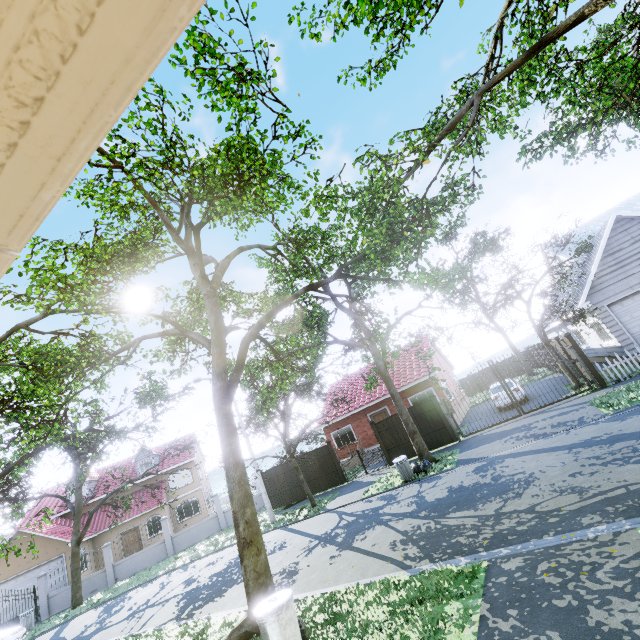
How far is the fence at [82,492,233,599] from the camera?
20.98m

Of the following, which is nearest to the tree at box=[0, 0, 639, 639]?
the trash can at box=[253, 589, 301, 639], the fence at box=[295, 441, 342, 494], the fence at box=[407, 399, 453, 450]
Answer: the fence at box=[295, 441, 342, 494]

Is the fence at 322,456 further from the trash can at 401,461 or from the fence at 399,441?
the trash can at 401,461

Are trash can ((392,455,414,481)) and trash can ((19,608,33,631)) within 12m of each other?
no

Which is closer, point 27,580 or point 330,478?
point 330,478

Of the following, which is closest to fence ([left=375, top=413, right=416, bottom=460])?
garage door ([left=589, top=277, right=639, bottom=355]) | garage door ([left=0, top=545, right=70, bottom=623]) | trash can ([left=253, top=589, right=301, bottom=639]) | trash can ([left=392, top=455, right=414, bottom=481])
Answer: trash can ([left=392, top=455, right=414, bottom=481])

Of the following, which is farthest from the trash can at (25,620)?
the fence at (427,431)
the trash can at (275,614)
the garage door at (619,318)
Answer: the garage door at (619,318)

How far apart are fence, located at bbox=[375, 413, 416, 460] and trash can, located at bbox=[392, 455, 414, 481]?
3.40m
